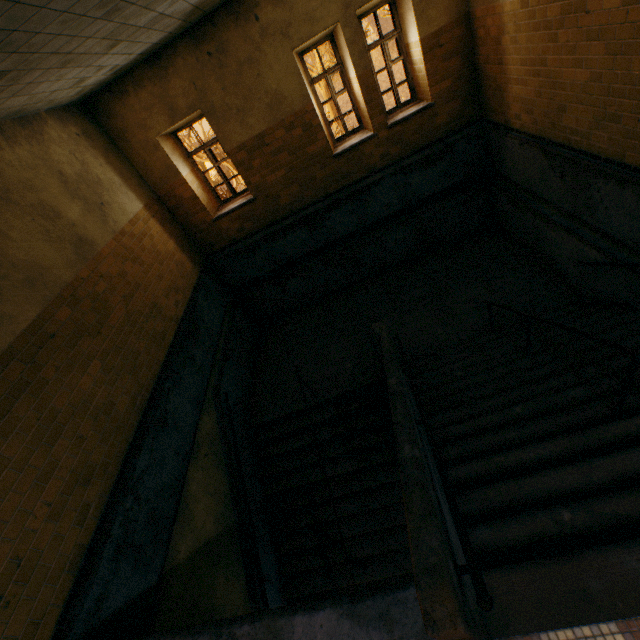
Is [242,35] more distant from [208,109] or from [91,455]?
[91,455]
